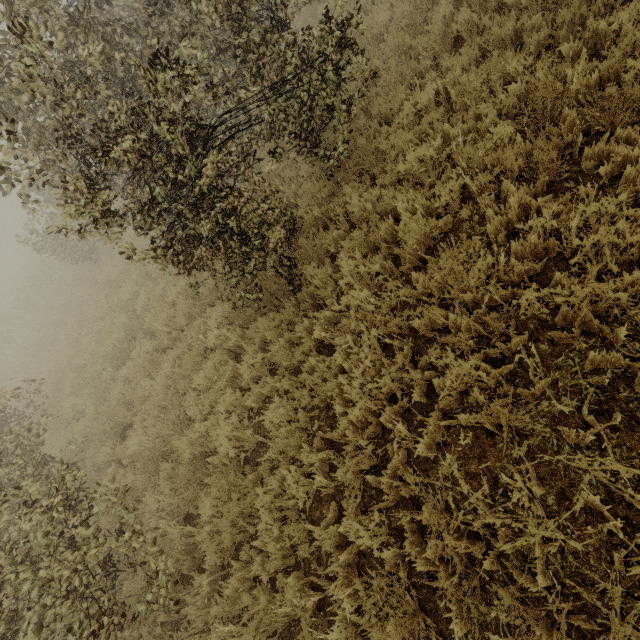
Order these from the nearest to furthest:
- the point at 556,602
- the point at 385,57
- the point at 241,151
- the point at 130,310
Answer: the point at 556,602 → the point at 241,151 → the point at 385,57 → the point at 130,310
